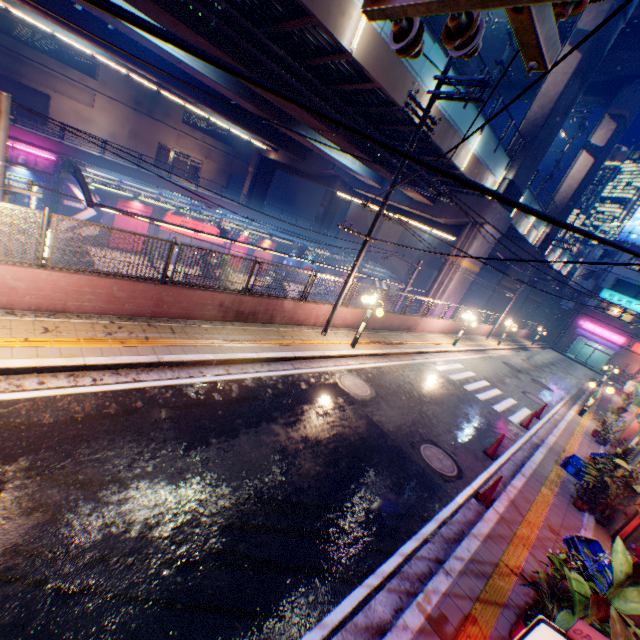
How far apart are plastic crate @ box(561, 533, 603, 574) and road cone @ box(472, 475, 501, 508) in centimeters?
134cm

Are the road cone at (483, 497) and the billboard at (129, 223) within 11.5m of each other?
no

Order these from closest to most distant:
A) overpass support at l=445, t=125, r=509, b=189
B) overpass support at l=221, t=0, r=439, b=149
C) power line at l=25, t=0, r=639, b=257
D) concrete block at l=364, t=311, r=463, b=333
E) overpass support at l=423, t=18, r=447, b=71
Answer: power line at l=25, t=0, r=639, b=257 → overpass support at l=221, t=0, r=439, b=149 → overpass support at l=423, t=18, r=447, b=71 → concrete block at l=364, t=311, r=463, b=333 → overpass support at l=445, t=125, r=509, b=189

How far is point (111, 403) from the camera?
5.9 meters

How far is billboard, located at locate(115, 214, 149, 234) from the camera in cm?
2703

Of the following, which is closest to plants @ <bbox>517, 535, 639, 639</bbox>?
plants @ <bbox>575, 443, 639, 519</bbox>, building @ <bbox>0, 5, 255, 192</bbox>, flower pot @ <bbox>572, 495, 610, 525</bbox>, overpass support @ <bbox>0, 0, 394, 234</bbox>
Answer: plants @ <bbox>575, 443, 639, 519</bbox>

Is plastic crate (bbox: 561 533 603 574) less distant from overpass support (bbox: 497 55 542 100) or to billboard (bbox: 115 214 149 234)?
overpass support (bbox: 497 55 542 100)

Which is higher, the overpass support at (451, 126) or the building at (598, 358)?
the overpass support at (451, 126)
